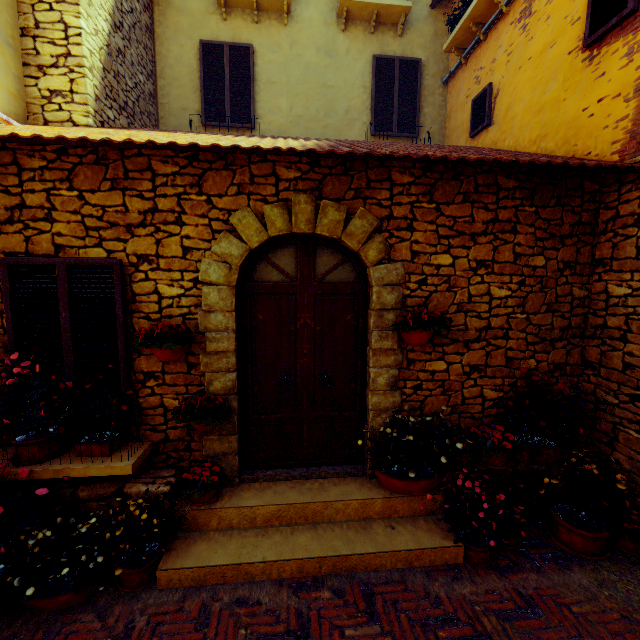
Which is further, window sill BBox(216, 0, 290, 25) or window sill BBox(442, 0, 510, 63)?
window sill BBox(216, 0, 290, 25)

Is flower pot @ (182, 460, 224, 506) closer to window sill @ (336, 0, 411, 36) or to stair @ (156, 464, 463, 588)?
stair @ (156, 464, 463, 588)

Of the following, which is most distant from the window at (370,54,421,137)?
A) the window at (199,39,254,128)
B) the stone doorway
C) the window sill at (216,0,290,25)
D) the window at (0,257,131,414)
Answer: the window at (0,257,131,414)

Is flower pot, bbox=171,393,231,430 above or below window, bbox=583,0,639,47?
below

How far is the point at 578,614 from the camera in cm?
274

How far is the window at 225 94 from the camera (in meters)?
6.74

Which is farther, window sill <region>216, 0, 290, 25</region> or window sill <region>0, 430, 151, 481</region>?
window sill <region>216, 0, 290, 25</region>

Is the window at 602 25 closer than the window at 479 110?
Yes
